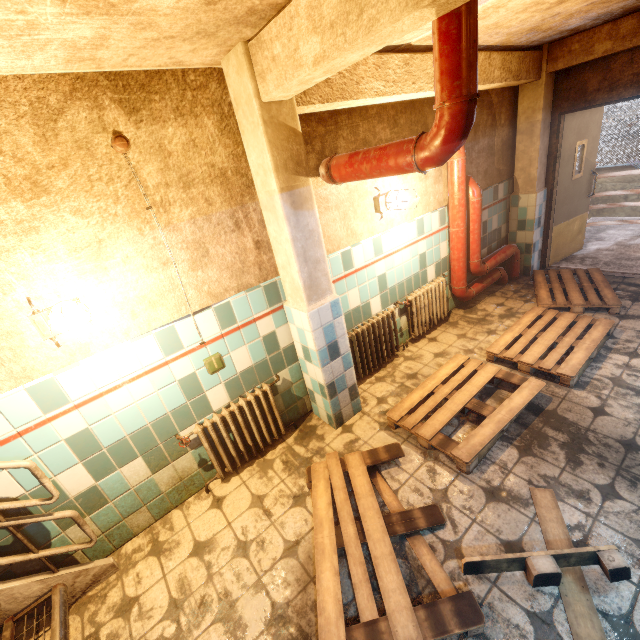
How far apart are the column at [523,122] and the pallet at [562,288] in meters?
1.4

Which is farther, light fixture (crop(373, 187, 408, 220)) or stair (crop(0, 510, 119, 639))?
light fixture (crop(373, 187, 408, 220))

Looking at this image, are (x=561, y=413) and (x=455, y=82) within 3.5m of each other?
yes

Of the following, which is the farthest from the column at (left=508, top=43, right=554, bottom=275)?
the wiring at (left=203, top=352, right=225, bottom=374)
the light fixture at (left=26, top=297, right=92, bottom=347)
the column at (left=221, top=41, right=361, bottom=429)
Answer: the light fixture at (left=26, top=297, right=92, bottom=347)

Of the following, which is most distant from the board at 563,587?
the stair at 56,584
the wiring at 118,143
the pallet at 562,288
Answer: the wiring at 118,143

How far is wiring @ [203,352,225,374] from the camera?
2.5 meters

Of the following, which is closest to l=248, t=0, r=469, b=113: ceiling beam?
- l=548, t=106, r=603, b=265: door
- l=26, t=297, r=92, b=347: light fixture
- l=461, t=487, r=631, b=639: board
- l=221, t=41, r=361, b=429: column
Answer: l=221, t=41, r=361, b=429: column

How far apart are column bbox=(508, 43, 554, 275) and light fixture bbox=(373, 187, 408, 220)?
2.61m
